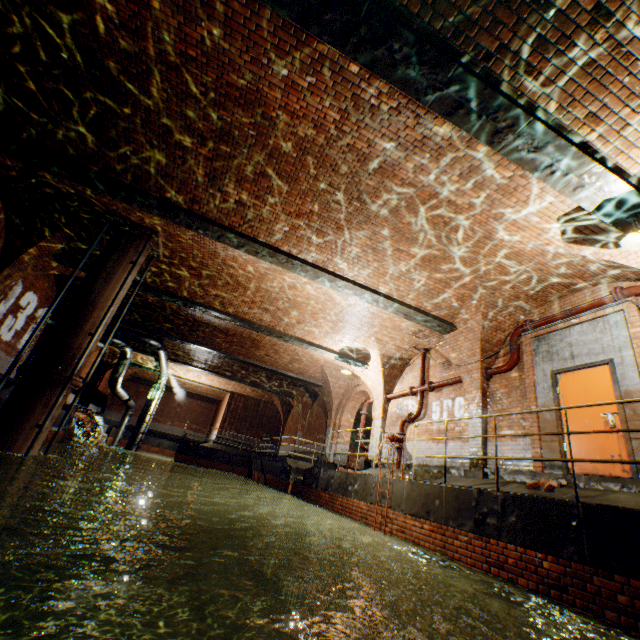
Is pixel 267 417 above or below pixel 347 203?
below

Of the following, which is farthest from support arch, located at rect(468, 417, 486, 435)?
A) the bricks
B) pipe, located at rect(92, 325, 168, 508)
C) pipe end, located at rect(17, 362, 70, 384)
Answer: pipe, located at rect(92, 325, 168, 508)

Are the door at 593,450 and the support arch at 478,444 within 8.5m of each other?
yes

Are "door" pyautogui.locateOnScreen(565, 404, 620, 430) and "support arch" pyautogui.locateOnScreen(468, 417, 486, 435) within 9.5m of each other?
yes

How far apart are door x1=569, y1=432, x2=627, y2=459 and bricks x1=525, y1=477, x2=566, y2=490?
0.5m

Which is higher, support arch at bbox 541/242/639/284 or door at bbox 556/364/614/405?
support arch at bbox 541/242/639/284

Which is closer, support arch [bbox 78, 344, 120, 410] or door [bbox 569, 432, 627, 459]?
door [bbox 569, 432, 627, 459]

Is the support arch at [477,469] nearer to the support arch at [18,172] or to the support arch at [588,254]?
the support arch at [588,254]
